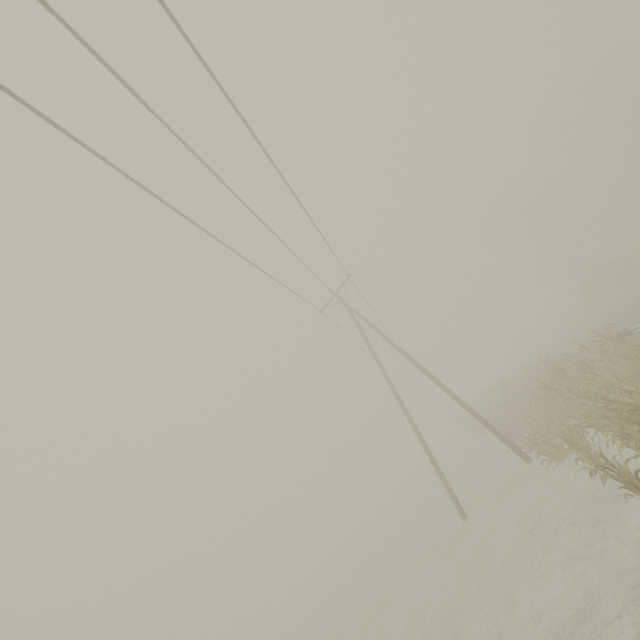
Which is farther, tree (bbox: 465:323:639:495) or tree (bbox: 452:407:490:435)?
tree (bbox: 452:407:490:435)

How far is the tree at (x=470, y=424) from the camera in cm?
2756

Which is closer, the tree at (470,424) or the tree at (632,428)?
the tree at (632,428)

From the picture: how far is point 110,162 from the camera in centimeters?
595cm

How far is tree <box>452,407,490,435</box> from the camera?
27.56m
